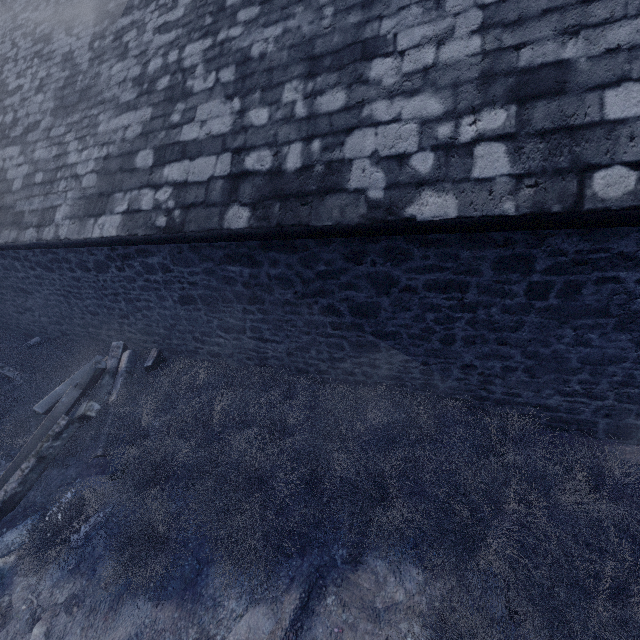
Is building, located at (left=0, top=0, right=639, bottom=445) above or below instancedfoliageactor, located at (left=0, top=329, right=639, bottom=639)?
above

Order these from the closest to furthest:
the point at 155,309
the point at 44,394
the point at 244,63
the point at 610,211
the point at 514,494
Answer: the point at 610,211 → the point at 514,494 → the point at 244,63 → the point at 155,309 → the point at 44,394

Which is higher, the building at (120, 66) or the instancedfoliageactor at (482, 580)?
the building at (120, 66)
